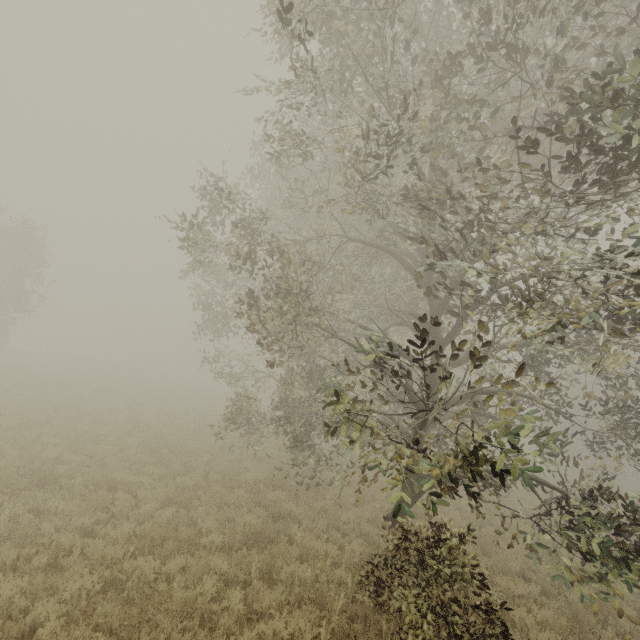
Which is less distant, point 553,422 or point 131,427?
point 553,422
